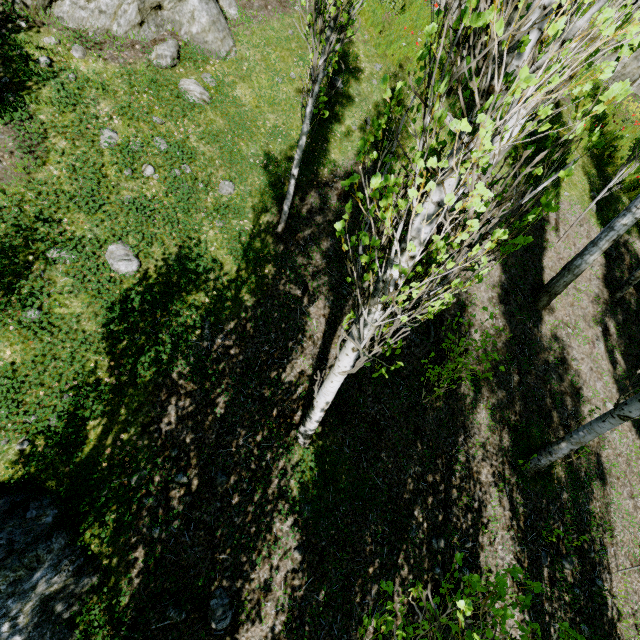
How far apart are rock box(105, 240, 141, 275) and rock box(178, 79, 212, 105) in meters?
2.8

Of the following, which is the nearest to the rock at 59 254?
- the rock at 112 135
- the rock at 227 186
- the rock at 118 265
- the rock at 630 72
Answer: the rock at 118 265

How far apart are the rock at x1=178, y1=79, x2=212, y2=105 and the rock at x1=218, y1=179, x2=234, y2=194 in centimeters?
145cm

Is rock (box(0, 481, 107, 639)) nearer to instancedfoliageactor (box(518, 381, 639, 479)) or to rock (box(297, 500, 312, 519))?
instancedfoliageactor (box(518, 381, 639, 479))

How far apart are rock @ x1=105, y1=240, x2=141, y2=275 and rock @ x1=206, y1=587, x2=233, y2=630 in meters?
4.3

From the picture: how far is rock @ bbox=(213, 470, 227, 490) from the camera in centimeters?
442cm

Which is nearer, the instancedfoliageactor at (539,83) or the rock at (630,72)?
the instancedfoliageactor at (539,83)

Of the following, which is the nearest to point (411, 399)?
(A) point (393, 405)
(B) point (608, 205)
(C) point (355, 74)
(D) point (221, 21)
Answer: (A) point (393, 405)
